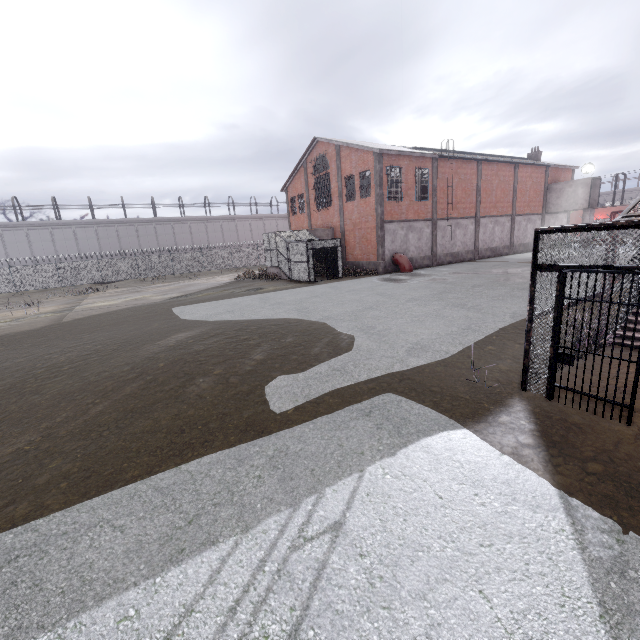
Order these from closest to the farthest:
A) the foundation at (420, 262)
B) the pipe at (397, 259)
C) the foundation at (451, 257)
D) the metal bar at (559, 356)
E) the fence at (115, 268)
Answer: the metal bar at (559, 356) < the pipe at (397, 259) < the foundation at (420, 262) < the foundation at (451, 257) < the fence at (115, 268)

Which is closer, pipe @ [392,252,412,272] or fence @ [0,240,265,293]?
pipe @ [392,252,412,272]

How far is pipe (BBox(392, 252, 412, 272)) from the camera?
25.0 meters

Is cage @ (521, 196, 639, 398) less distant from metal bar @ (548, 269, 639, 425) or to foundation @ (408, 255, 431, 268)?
metal bar @ (548, 269, 639, 425)

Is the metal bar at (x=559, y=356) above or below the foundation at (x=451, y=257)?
above

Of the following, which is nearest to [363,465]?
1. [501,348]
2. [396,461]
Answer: [396,461]

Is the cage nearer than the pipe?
Yes

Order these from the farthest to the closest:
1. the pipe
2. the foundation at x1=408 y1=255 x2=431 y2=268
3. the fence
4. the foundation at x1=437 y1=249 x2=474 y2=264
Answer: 1. the fence
2. the foundation at x1=437 y1=249 x2=474 y2=264
3. the foundation at x1=408 y1=255 x2=431 y2=268
4. the pipe
